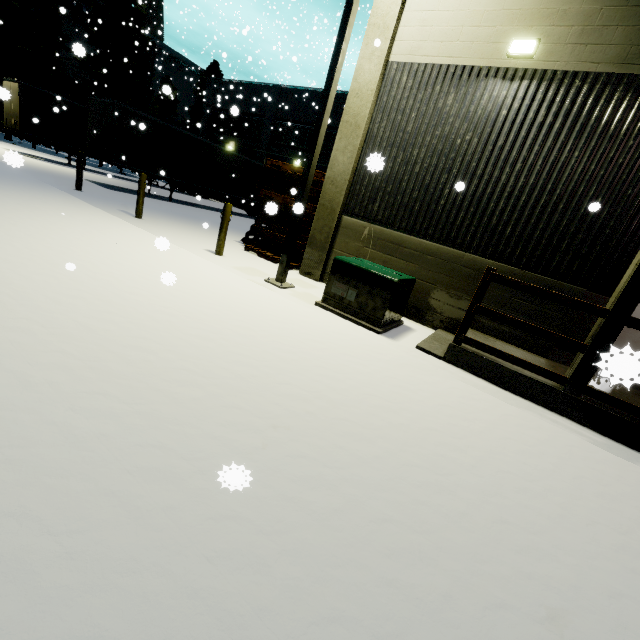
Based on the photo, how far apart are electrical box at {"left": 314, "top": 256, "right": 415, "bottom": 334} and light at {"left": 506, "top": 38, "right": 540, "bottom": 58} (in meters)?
4.52

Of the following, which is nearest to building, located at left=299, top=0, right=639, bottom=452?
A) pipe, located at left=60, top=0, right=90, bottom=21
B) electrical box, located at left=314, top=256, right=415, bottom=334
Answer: pipe, located at left=60, top=0, right=90, bottom=21

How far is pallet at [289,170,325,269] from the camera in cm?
885

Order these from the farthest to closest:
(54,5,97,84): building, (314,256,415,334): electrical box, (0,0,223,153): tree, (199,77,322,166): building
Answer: (54,5,97,84): building, (199,77,322,166): building, (0,0,223,153): tree, (314,256,415,334): electrical box

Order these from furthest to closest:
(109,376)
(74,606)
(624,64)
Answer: (624,64), (109,376), (74,606)

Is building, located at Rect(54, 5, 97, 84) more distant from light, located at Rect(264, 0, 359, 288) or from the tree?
the tree

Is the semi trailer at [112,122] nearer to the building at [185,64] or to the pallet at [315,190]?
the building at [185,64]

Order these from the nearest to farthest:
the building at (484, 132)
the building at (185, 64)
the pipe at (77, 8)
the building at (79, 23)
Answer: the building at (484, 132) → the pipe at (77, 8) → the building at (79, 23) → the building at (185, 64)
